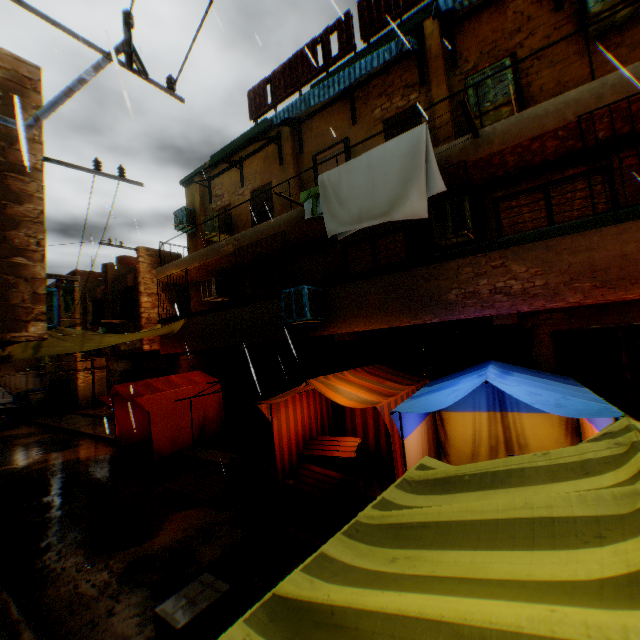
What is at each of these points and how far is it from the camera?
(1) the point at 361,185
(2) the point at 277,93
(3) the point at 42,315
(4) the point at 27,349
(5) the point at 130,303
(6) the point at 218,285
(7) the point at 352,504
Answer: (1) dryer, 6.2 meters
(2) wooden shield, 11.1 meters
(3) building, 5.4 meters
(4) tent, 8.9 meters
(5) shutter, 15.7 meters
(6) air conditioner, 12.3 meters
(7) wooden pallet, 6.4 meters

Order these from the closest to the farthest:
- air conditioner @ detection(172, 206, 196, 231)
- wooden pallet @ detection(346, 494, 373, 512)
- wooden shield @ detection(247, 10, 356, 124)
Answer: wooden pallet @ detection(346, 494, 373, 512), wooden shield @ detection(247, 10, 356, 124), air conditioner @ detection(172, 206, 196, 231)

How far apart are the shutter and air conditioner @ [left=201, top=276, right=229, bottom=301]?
4.6 meters

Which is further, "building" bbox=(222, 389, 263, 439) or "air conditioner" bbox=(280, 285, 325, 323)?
"building" bbox=(222, 389, 263, 439)

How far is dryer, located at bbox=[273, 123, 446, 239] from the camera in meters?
Answer: 5.5 m

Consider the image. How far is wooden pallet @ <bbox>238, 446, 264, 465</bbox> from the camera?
8.9 meters

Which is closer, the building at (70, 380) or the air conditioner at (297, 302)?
the air conditioner at (297, 302)

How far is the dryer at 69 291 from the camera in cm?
743
